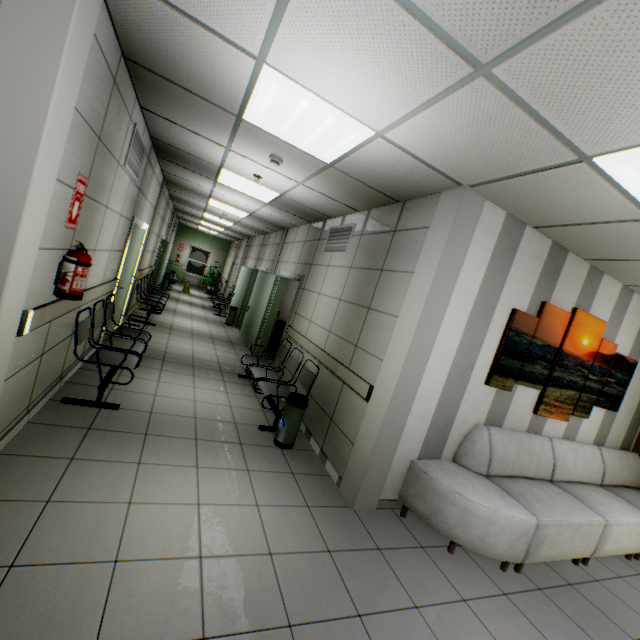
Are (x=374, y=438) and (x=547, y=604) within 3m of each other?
yes

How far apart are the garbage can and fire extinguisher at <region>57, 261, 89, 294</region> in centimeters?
238cm

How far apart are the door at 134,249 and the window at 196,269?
13.00m

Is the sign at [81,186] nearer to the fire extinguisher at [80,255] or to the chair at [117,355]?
the fire extinguisher at [80,255]

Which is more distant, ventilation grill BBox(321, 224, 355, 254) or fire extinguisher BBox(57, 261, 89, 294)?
ventilation grill BBox(321, 224, 355, 254)

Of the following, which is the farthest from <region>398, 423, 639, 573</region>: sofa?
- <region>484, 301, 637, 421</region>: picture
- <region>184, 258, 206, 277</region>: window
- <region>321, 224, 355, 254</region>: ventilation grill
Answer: <region>184, 258, 206, 277</region>: window

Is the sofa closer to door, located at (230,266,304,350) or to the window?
door, located at (230,266,304,350)

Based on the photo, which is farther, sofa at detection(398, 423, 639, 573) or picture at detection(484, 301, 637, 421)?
picture at detection(484, 301, 637, 421)
